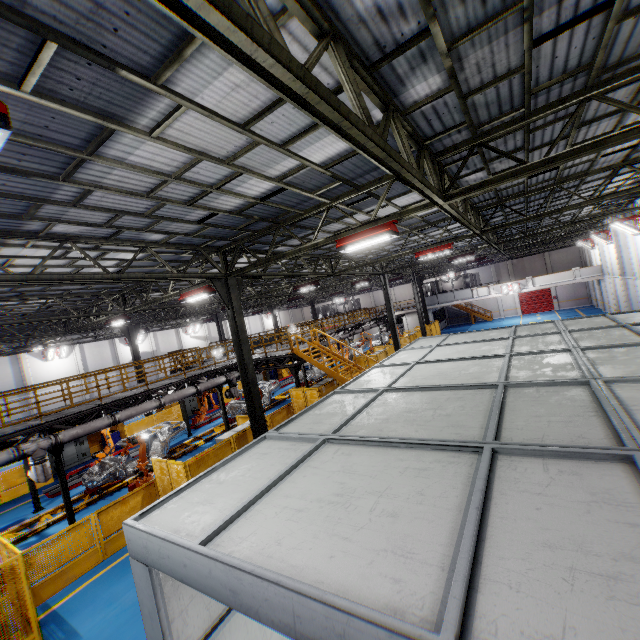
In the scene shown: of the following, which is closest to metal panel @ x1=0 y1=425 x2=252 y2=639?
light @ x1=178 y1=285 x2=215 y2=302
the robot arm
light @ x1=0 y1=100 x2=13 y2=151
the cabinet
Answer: the cabinet

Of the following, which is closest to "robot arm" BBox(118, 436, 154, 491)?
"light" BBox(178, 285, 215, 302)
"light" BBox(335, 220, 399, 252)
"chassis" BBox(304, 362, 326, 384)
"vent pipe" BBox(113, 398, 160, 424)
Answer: "chassis" BBox(304, 362, 326, 384)

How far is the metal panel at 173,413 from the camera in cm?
2108

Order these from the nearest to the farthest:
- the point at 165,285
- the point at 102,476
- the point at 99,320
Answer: the point at 102,476, the point at 165,285, the point at 99,320

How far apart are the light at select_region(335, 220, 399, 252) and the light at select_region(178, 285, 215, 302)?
5.7m

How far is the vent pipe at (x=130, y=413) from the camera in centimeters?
1350cm

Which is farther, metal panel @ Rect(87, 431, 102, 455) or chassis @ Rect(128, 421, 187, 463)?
metal panel @ Rect(87, 431, 102, 455)

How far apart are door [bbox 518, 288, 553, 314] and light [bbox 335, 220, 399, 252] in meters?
45.5
